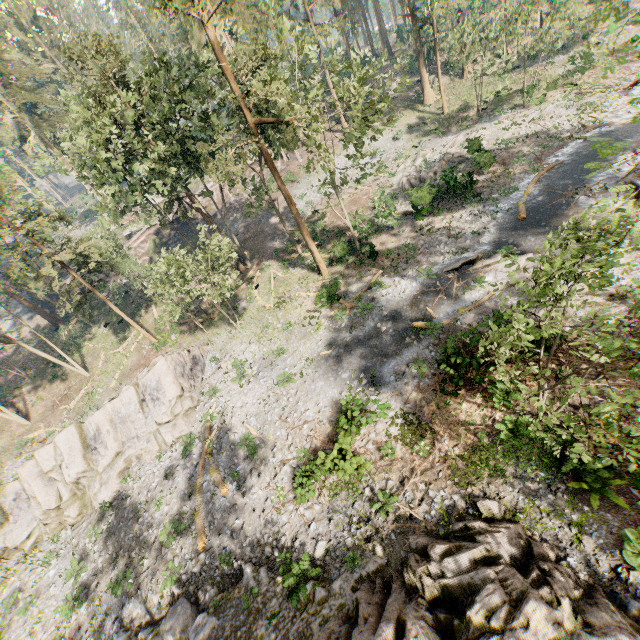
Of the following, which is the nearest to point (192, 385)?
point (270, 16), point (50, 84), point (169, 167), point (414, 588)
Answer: point (169, 167)

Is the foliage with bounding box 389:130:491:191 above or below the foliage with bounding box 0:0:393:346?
below

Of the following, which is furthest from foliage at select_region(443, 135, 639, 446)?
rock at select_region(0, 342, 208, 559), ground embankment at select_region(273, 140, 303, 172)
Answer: rock at select_region(0, 342, 208, 559)

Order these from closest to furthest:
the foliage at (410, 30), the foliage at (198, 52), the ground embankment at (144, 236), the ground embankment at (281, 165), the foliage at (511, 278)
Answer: the foliage at (511, 278)
the foliage at (198, 52)
the foliage at (410, 30)
the ground embankment at (144, 236)
the ground embankment at (281, 165)

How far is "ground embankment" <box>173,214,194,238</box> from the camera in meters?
43.9 m

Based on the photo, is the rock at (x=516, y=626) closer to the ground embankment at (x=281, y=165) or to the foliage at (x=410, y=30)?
the foliage at (x=410, y=30)

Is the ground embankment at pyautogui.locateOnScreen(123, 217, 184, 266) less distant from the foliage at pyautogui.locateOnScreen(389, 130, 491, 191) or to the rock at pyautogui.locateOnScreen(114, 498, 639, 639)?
the foliage at pyautogui.locateOnScreen(389, 130, 491, 191)

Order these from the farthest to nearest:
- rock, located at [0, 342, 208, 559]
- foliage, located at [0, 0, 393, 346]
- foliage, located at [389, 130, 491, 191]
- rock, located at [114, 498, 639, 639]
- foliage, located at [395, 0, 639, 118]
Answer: foliage, located at [389, 130, 491, 191] < foliage, located at [395, 0, 639, 118] < rock, located at [0, 342, 208, 559] < foliage, located at [0, 0, 393, 346] < rock, located at [114, 498, 639, 639]
